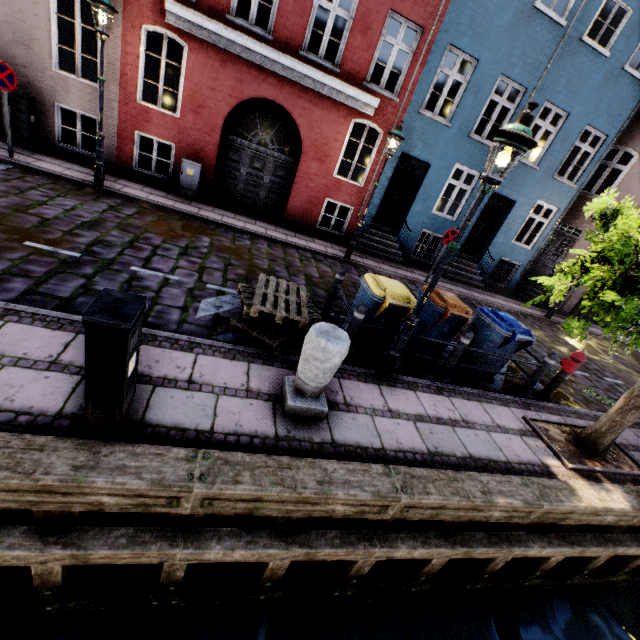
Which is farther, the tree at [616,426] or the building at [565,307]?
the building at [565,307]

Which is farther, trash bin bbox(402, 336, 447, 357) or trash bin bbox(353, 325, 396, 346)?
trash bin bbox(402, 336, 447, 357)

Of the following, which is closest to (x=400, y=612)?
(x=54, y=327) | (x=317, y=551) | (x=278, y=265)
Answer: (x=317, y=551)

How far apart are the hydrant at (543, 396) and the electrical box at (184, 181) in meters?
10.5

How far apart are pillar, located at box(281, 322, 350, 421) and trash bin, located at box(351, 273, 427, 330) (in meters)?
1.40

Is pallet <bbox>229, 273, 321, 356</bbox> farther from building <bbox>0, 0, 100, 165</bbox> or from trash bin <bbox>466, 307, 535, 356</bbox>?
building <bbox>0, 0, 100, 165</bbox>

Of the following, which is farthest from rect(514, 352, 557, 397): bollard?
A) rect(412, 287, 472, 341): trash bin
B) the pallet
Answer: the pallet

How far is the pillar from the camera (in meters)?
3.38
